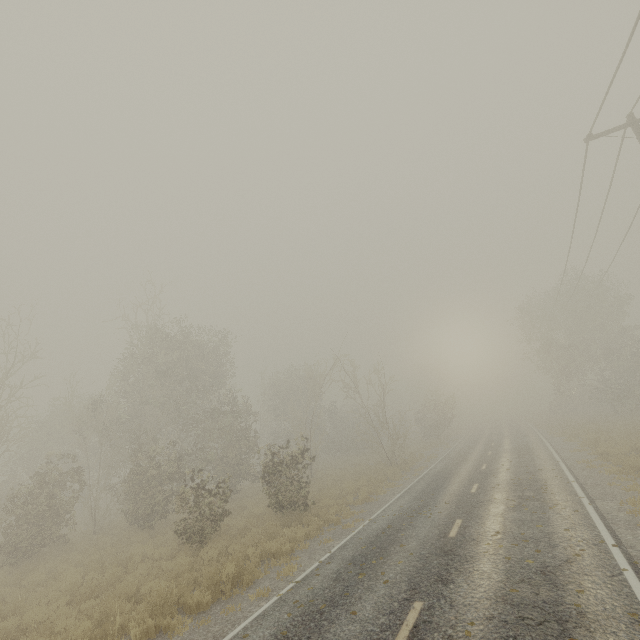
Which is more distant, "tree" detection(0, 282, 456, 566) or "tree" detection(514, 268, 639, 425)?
"tree" detection(514, 268, 639, 425)

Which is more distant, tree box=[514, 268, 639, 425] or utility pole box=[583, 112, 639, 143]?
tree box=[514, 268, 639, 425]

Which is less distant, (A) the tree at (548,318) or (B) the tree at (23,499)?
(B) the tree at (23,499)

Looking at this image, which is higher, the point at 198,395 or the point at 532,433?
the point at 198,395

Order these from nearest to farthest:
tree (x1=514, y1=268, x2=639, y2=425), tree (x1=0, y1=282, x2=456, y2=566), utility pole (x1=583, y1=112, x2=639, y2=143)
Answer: utility pole (x1=583, y1=112, x2=639, y2=143) < tree (x1=0, y1=282, x2=456, y2=566) < tree (x1=514, y1=268, x2=639, y2=425)

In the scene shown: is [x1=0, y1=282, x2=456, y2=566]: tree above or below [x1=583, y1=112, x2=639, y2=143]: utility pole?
below

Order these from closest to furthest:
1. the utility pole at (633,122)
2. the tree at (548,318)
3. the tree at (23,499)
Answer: the utility pole at (633,122)
the tree at (23,499)
the tree at (548,318)
